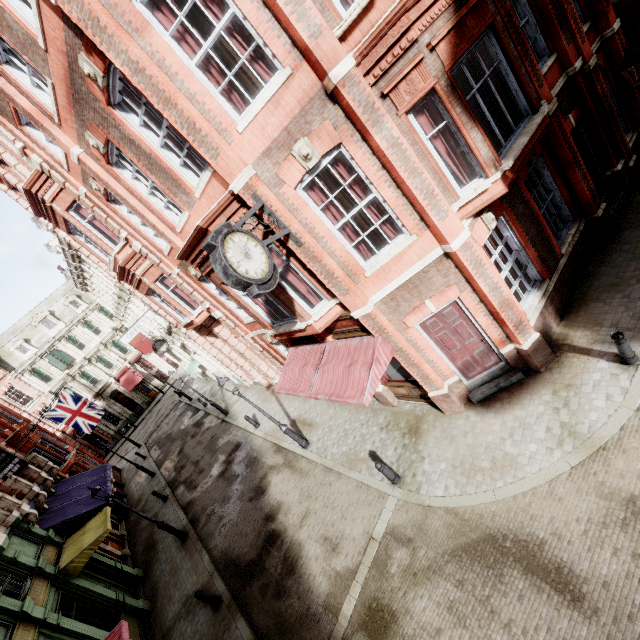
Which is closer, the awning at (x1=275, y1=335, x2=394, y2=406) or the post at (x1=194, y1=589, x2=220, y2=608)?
the awning at (x1=275, y1=335, x2=394, y2=406)

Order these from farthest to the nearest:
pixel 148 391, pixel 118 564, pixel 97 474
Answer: pixel 148 391
pixel 97 474
pixel 118 564

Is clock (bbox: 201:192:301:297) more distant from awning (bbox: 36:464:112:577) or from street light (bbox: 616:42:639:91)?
awning (bbox: 36:464:112:577)

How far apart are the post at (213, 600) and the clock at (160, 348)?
14.61m

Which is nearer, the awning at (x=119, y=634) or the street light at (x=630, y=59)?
the street light at (x=630, y=59)

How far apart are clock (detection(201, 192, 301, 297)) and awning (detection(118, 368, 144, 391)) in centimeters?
4228cm

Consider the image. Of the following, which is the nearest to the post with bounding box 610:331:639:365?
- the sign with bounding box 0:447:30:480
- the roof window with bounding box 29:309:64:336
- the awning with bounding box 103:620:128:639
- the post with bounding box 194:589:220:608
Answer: the awning with bounding box 103:620:128:639

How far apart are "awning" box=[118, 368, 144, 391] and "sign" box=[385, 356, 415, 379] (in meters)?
40.49
